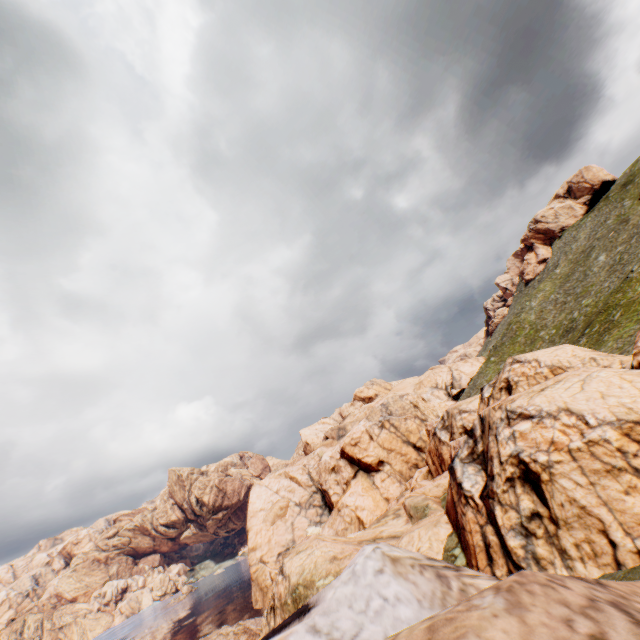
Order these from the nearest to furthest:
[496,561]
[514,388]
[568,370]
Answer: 1. [496,561]
2. [568,370]
3. [514,388]
